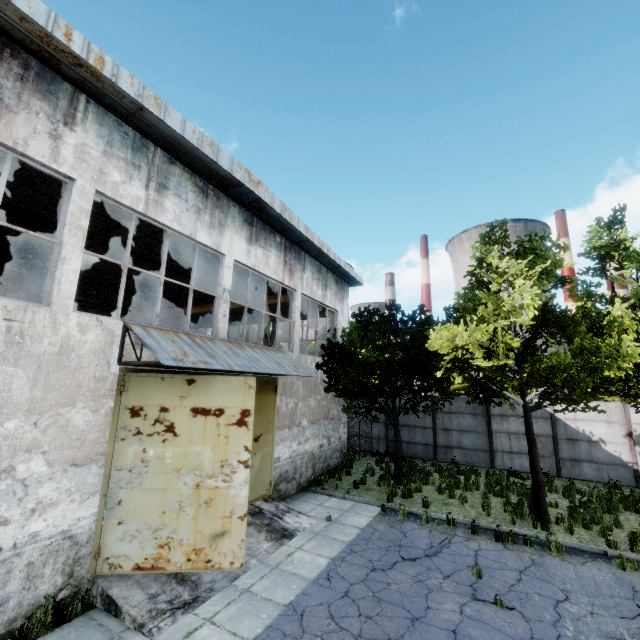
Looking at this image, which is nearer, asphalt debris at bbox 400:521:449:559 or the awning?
the awning

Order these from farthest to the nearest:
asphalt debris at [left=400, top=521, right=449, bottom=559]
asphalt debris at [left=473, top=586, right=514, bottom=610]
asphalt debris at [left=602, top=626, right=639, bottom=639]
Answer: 1. asphalt debris at [left=400, top=521, right=449, bottom=559]
2. asphalt debris at [left=473, top=586, right=514, bottom=610]
3. asphalt debris at [left=602, top=626, right=639, bottom=639]

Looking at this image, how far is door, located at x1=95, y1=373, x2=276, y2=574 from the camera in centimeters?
638cm

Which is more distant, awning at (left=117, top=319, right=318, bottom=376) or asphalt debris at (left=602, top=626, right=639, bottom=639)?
awning at (left=117, top=319, right=318, bottom=376)

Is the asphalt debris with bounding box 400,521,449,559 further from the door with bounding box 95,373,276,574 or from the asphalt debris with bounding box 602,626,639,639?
the door with bounding box 95,373,276,574

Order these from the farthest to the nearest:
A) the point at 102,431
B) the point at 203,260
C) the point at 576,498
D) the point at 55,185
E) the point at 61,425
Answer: the point at 203,260, the point at 576,498, the point at 55,185, the point at 102,431, the point at 61,425

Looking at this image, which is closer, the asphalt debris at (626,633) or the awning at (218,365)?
the asphalt debris at (626,633)

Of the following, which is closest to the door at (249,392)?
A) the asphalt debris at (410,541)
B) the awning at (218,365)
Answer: the awning at (218,365)
